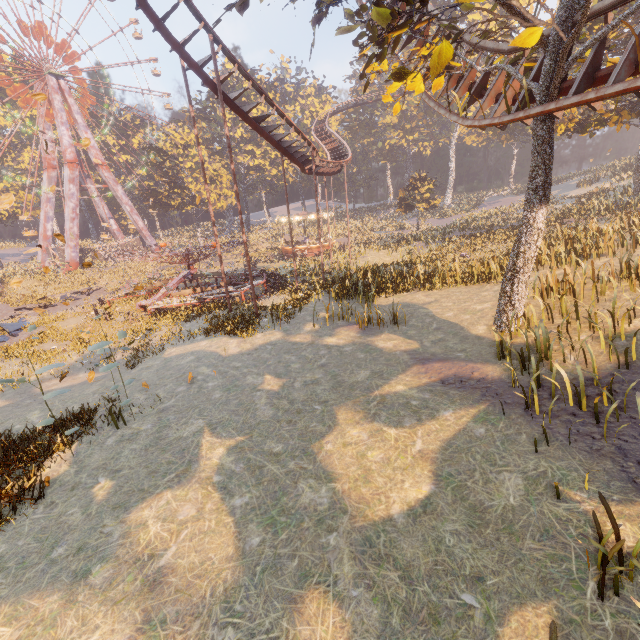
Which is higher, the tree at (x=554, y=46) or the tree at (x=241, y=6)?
the tree at (x=241, y=6)

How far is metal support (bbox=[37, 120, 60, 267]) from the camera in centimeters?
4862cm

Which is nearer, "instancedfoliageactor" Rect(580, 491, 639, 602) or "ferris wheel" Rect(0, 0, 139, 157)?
"instancedfoliageactor" Rect(580, 491, 639, 602)

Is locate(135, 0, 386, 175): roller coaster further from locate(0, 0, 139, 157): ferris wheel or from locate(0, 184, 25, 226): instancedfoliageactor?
locate(0, 184, 25, 226): instancedfoliageactor

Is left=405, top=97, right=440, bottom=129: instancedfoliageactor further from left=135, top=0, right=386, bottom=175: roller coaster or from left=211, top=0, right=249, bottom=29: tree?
left=211, top=0, right=249, bottom=29: tree

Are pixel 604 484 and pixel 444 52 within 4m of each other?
no

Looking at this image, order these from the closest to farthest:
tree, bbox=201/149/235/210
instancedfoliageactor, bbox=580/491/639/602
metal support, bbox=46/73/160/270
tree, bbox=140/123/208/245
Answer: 1. instancedfoliageactor, bbox=580/491/639/602
2. metal support, bbox=46/73/160/270
3. tree, bbox=140/123/208/245
4. tree, bbox=201/149/235/210

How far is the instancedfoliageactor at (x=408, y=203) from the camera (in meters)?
17.42
